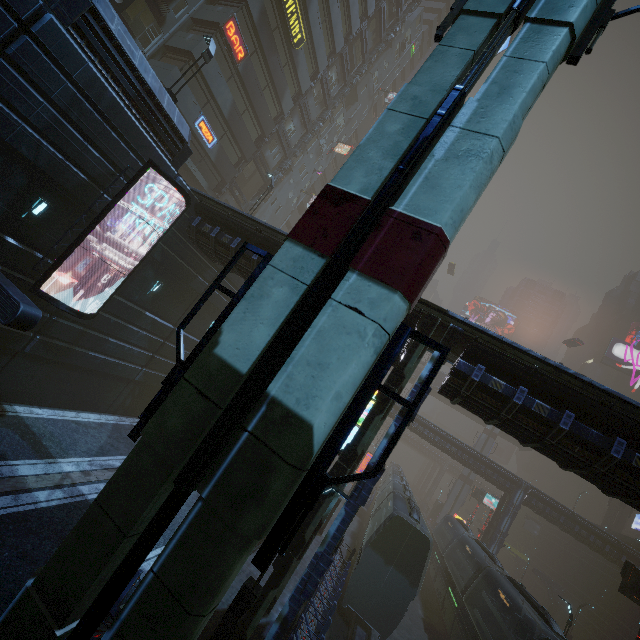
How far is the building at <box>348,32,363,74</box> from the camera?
38.0 meters

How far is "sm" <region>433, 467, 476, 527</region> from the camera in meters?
53.4

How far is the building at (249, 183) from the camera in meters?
35.6 m

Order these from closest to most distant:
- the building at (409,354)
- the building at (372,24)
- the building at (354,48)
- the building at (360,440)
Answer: the building at (360,440)
the building at (409,354)
the building at (354,48)
the building at (372,24)

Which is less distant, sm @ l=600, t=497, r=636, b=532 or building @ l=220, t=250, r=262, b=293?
building @ l=220, t=250, r=262, b=293

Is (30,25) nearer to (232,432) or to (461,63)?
(461,63)

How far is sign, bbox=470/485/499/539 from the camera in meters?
39.8

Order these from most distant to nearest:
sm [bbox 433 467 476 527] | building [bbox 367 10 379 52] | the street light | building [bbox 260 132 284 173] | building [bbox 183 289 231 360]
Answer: sm [bbox 433 467 476 527] < building [bbox 367 10 379 52] < building [bbox 260 132 284 173] < building [bbox 183 289 231 360] < the street light
